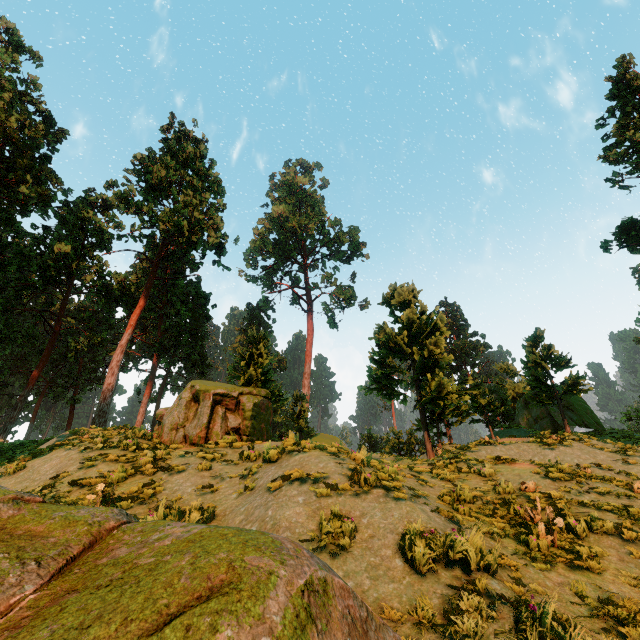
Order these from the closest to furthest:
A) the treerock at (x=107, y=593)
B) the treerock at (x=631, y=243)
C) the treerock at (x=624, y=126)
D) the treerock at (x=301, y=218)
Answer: the treerock at (x=107, y=593) < the treerock at (x=301, y=218) < the treerock at (x=624, y=126) < the treerock at (x=631, y=243)

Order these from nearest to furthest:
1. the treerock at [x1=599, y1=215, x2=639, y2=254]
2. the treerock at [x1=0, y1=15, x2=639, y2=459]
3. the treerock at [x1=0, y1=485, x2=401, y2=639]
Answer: the treerock at [x1=0, y1=485, x2=401, y2=639], the treerock at [x1=0, y1=15, x2=639, y2=459], the treerock at [x1=599, y1=215, x2=639, y2=254]

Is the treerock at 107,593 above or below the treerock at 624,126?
below

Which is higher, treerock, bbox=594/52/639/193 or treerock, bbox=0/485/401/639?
treerock, bbox=594/52/639/193

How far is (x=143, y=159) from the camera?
24.9m

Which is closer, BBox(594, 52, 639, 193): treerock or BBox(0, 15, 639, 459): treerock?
BBox(0, 15, 639, 459): treerock
